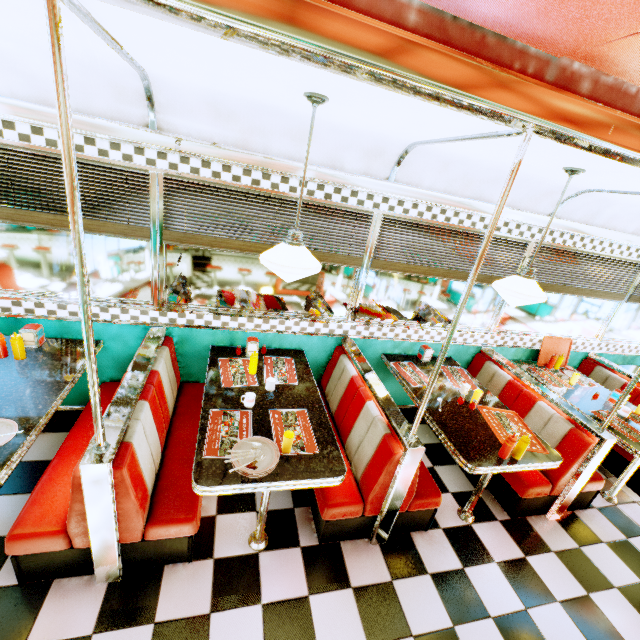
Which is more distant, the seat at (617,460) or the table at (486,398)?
the seat at (617,460)

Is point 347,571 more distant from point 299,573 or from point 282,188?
point 282,188

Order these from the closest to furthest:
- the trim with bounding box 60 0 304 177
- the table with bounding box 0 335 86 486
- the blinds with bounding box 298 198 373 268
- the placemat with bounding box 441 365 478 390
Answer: the trim with bounding box 60 0 304 177 < the table with bounding box 0 335 86 486 < the blinds with bounding box 298 198 373 268 < the placemat with bounding box 441 365 478 390

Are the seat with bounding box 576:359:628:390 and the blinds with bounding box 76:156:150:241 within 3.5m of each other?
no

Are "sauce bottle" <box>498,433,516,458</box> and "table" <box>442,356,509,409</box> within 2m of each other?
yes

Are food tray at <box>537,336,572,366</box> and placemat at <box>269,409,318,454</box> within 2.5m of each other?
no

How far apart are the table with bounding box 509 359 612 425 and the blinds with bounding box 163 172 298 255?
2.75m

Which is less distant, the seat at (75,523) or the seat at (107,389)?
the seat at (75,523)
